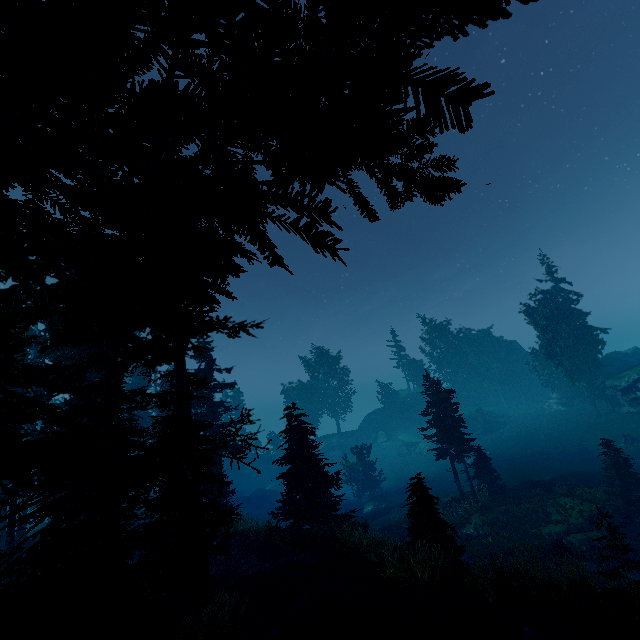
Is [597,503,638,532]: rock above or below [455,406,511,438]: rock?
below

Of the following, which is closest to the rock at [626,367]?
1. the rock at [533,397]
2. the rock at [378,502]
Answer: the rock at [533,397]

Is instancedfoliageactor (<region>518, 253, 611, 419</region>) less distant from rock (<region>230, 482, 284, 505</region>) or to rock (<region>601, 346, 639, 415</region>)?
rock (<region>601, 346, 639, 415</region>)

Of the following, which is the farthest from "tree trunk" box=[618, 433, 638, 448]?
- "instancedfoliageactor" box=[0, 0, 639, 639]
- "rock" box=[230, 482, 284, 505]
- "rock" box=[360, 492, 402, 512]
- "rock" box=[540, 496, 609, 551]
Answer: "rock" box=[230, 482, 284, 505]

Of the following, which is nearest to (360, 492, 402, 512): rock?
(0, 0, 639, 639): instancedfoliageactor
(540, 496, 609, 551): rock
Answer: (0, 0, 639, 639): instancedfoliageactor

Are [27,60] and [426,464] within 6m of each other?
no

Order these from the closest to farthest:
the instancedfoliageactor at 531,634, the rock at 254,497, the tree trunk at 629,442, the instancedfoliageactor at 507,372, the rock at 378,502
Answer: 1. the instancedfoliageactor at 531,634
2. the tree trunk at 629,442
3. the rock at 378,502
4. the rock at 254,497
5. the instancedfoliageactor at 507,372

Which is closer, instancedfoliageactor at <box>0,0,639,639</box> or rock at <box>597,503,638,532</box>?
instancedfoliageactor at <box>0,0,639,639</box>
